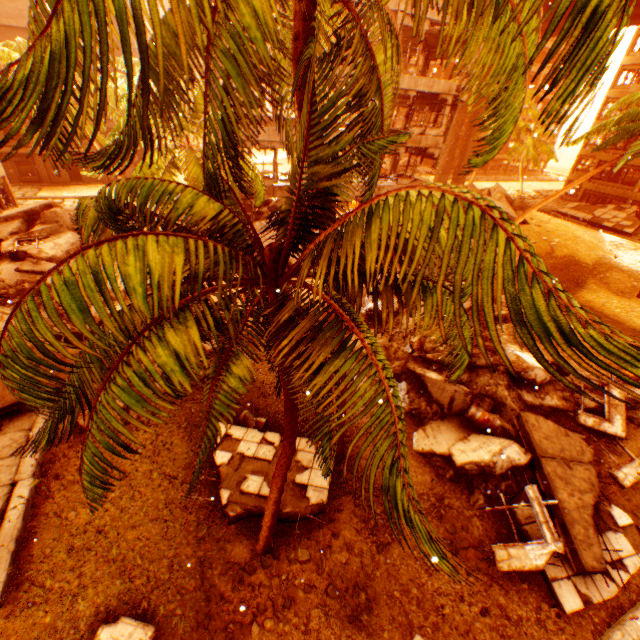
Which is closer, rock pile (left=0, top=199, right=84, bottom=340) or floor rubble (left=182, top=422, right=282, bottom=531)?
floor rubble (left=182, top=422, right=282, bottom=531)

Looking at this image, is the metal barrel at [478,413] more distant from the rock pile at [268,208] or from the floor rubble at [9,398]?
the floor rubble at [9,398]

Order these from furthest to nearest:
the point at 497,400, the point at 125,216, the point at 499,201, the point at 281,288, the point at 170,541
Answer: the point at 499,201 → the point at 497,400 → the point at 170,541 → the point at 281,288 → the point at 125,216

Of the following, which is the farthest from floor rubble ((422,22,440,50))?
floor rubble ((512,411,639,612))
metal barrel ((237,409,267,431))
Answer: floor rubble ((512,411,639,612))

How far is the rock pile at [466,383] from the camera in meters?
8.7

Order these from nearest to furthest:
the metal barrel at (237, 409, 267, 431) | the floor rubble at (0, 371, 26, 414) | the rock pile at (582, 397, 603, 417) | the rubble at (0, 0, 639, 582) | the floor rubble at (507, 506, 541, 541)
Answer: the rubble at (0, 0, 639, 582), the floor rubble at (507, 506, 541, 541), the floor rubble at (0, 371, 26, 414), the metal barrel at (237, 409, 267, 431), the rock pile at (582, 397, 603, 417)

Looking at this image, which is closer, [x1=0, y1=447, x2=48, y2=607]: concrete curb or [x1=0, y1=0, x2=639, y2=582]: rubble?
[x1=0, y1=0, x2=639, y2=582]: rubble

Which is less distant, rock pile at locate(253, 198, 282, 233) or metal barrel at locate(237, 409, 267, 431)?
metal barrel at locate(237, 409, 267, 431)
